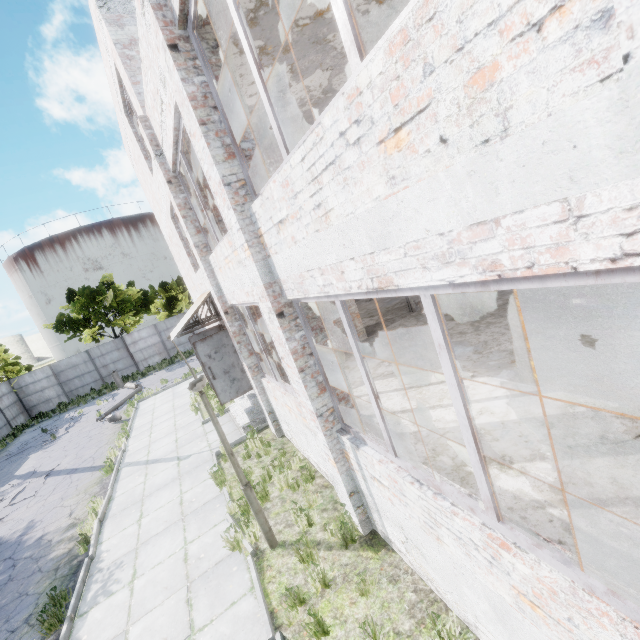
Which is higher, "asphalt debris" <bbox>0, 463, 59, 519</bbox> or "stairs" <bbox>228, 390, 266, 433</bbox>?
"stairs" <bbox>228, 390, 266, 433</bbox>

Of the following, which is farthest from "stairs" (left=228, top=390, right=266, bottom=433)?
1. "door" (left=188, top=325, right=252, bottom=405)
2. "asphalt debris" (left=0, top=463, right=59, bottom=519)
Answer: "asphalt debris" (left=0, top=463, right=59, bottom=519)

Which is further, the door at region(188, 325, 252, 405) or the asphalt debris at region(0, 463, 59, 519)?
the asphalt debris at region(0, 463, 59, 519)

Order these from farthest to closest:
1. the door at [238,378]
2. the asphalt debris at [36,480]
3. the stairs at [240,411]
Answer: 1. the asphalt debris at [36,480]
2. the stairs at [240,411]
3. the door at [238,378]

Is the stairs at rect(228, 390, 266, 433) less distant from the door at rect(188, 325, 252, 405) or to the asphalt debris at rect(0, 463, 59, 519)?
the door at rect(188, 325, 252, 405)

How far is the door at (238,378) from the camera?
9.8m

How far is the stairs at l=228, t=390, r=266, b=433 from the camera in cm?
1037

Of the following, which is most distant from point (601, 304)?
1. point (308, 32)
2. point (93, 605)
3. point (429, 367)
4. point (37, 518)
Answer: point (37, 518)
